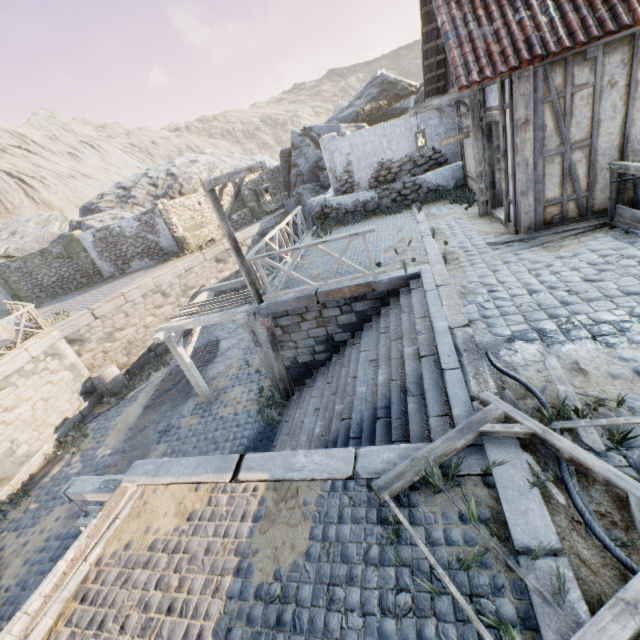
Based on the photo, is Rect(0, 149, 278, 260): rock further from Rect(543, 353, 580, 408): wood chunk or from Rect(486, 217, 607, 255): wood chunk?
Rect(543, 353, 580, 408): wood chunk

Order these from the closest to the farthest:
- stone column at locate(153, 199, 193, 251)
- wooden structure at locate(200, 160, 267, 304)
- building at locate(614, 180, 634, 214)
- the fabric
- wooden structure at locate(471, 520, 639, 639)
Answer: wooden structure at locate(471, 520, 639, 639)
building at locate(614, 180, 634, 214)
wooden structure at locate(200, 160, 267, 304)
the fabric
stone column at locate(153, 199, 193, 251)

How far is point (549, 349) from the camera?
3.75m

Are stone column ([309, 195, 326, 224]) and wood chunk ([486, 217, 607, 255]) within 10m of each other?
yes

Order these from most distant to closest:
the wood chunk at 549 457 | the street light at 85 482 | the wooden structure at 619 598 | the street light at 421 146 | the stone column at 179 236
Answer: the stone column at 179 236, the street light at 421 146, the street light at 85 482, the wood chunk at 549 457, the wooden structure at 619 598

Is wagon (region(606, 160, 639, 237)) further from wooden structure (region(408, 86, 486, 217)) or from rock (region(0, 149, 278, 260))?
rock (region(0, 149, 278, 260))

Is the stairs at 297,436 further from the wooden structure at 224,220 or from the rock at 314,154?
the rock at 314,154

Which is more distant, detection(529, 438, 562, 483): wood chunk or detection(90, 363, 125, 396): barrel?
detection(90, 363, 125, 396): barrel
